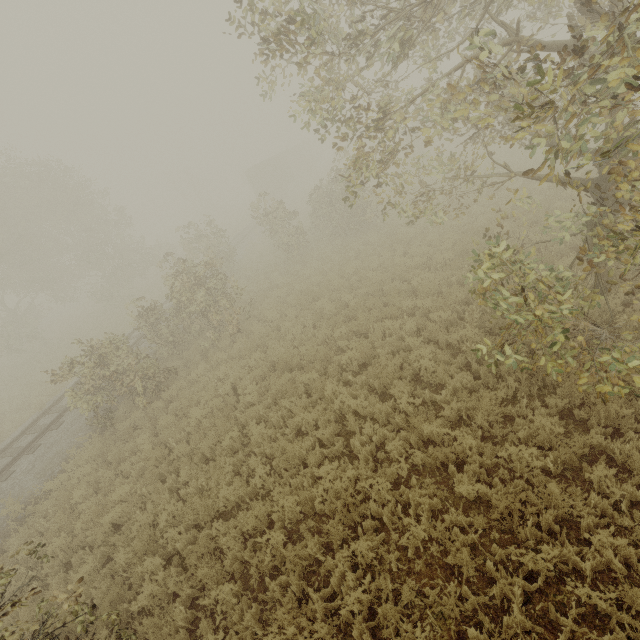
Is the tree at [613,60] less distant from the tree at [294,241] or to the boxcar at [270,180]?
the tree at [294,241]

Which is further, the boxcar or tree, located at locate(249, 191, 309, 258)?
the boxcar

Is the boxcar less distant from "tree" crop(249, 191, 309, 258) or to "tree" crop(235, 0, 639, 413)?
"tree" crop(249, 191, 309, 258)

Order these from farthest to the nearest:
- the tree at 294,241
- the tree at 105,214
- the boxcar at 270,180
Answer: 1. the boxcar at 270,180
2. the tree at 294,241
3. the tree at 105,214

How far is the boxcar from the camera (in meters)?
38.22

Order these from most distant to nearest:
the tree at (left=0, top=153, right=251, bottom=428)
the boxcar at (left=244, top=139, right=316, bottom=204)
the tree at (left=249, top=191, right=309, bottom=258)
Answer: the boxcar at (left=244, top=139, right=316, bottom=204)
the tree at (left=249, top=191, right=309, bottom=258)
the tree at (left=0, top=153, right=251, bottom=428)

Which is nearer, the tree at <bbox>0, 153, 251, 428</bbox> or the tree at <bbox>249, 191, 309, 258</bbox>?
the tree at <bbox>0, 153, 251, 428</bbox>

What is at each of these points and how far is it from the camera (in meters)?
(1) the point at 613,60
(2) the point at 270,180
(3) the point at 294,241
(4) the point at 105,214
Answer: (1) tree, 3.16
(2) boxcar, 38.59
(3) tree, 19.12
(4) tree, 26.86
